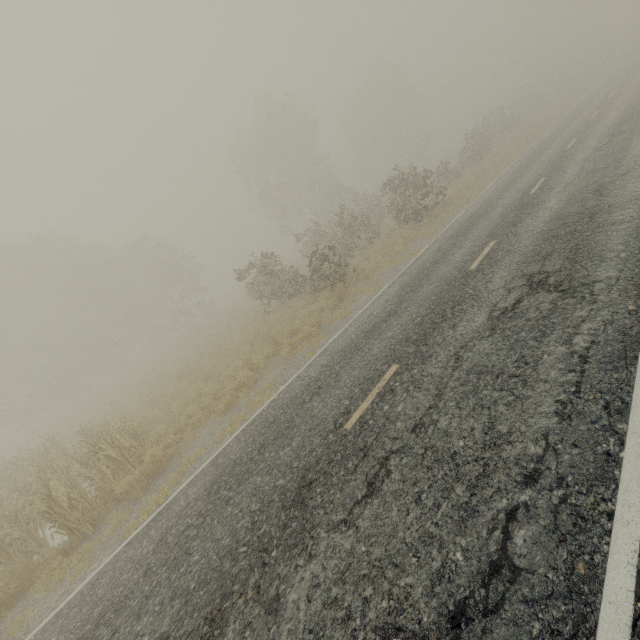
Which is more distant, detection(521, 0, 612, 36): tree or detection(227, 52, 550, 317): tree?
detection(521, 0, 612, 36): tree

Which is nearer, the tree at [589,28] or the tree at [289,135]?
the tree at [289,135]

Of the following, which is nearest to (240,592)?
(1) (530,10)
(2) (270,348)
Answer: (2) (270,348)

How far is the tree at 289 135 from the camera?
19.0m

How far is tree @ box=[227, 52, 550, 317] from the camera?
18.97m
